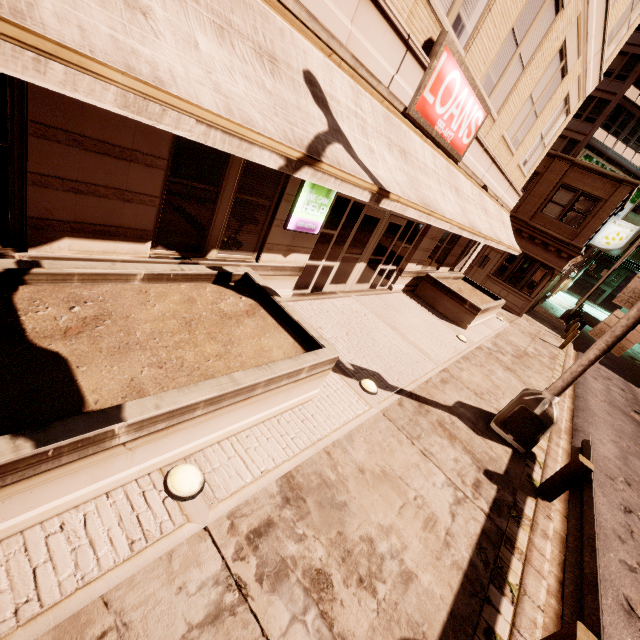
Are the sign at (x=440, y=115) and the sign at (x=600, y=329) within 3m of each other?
no

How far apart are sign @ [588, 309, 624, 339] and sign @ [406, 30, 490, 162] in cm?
523

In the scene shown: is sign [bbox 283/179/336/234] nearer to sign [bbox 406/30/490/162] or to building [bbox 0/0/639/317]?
building [bbox 0/0/639/317]

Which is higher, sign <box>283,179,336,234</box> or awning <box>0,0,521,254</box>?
awning <box>0,0,521,254</box>

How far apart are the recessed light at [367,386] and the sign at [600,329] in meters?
4.3 m

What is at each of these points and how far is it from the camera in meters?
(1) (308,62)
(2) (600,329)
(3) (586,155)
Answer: (1) awning, 4.2 m
(2) sign, 6.2 m
(3) sign, 32.4 m

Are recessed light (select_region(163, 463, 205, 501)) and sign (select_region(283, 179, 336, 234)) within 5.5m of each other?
yes

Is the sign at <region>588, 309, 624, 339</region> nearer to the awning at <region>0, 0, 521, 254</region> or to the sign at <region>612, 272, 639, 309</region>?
the sign at <region>612, 272, 639, 309</region>
